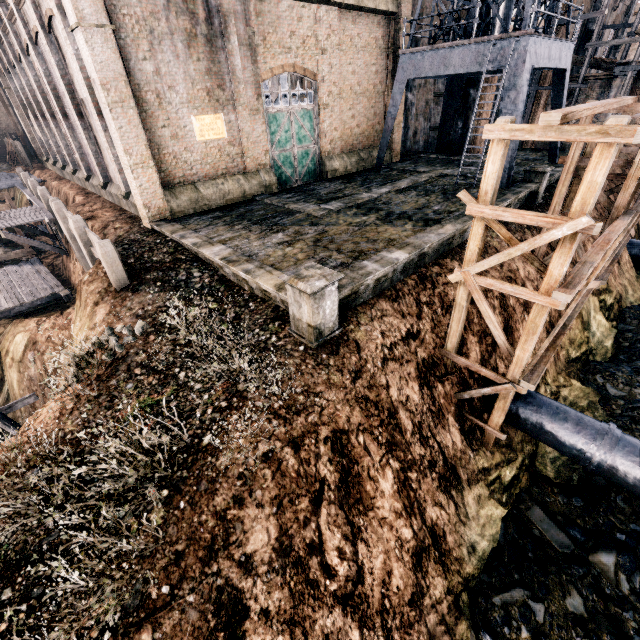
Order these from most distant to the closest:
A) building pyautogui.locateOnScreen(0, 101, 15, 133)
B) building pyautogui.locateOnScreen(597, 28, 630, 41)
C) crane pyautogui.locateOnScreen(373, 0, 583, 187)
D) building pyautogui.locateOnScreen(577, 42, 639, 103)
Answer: building pyautogui.locateOnScreen(0, 101, 15, 133)
building pyautogui.locateOnScreen(597, 28, 630, 41)
building pyautogui.locateOnScreen(577, 42, 639, 103)
crane pyautogui.locateOnScreen(373, 0, 583, 187)

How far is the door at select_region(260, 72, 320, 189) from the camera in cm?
1858

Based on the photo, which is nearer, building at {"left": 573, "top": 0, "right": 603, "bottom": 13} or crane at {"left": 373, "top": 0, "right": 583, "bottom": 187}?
crane at {"left": 373, "top": 0, "right": 583, "bottom": 187}

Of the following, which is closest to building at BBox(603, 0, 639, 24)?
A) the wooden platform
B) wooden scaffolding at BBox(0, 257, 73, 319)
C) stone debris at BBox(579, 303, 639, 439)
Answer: the wooden platform

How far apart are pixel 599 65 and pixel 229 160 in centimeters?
3062cm

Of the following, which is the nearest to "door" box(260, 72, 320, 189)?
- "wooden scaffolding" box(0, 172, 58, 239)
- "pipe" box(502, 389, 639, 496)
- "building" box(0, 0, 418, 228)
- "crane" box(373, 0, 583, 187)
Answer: "building" box(0, 0, 418, 228)

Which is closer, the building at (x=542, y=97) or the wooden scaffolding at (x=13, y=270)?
the wooden scaffolding at (x=13, y=270)

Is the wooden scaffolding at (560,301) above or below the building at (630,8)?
below
